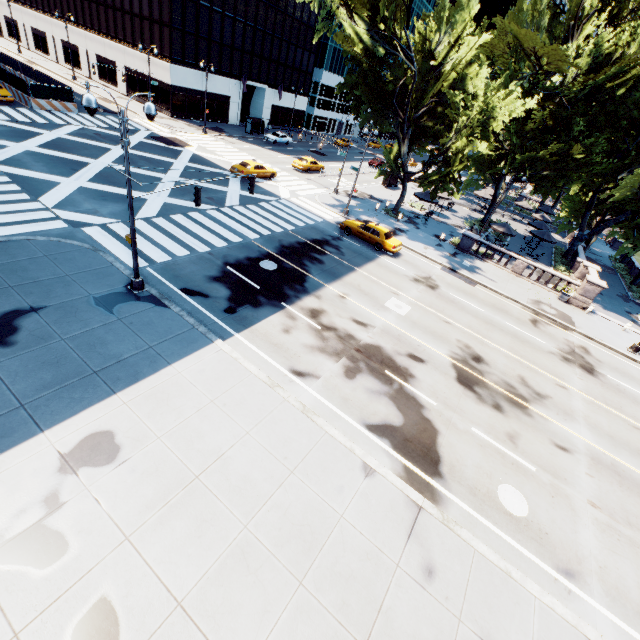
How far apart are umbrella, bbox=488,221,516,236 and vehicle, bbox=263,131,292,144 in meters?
33.5

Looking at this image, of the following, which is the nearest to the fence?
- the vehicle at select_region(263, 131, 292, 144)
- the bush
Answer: the vehicle at select_region(263, 131, 292, 144)

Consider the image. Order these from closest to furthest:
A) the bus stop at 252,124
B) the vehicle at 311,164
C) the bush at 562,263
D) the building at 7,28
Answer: the bush at 562,263 < the vehicle at 311,164 < the bus stop at 252,124 < the building at 7,28

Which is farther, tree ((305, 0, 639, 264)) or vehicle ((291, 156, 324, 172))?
vehicle ((291, 156, 324, 172))

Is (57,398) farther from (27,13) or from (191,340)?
(27,13)

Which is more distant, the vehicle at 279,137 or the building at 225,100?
the vehicle at 279,137

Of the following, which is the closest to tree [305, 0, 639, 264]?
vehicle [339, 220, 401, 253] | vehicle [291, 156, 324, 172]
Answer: vehicle [339, 220, 401, 253]

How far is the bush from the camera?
34.19m
